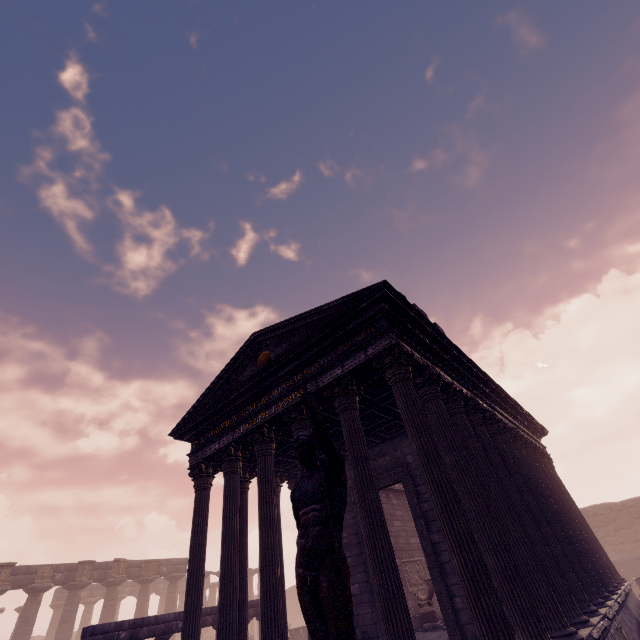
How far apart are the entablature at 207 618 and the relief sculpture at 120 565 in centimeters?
1553cm

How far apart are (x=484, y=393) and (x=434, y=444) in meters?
7.0 m

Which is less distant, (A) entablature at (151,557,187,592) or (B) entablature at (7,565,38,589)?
(B) entablature at (7,565,38,589)

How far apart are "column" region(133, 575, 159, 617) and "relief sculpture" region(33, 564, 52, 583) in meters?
5.6 m

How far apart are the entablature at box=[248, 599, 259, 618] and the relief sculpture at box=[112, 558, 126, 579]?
15.53m

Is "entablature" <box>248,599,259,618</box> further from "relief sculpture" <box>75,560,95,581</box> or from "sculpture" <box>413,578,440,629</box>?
"relief sculpture" <box>75,560,95,581</box>

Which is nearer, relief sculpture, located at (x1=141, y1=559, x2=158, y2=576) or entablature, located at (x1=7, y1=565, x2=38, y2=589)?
entablature, located at (x1=7, y1=565, x2=38, y2=589)

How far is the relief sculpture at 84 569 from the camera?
21.4m
